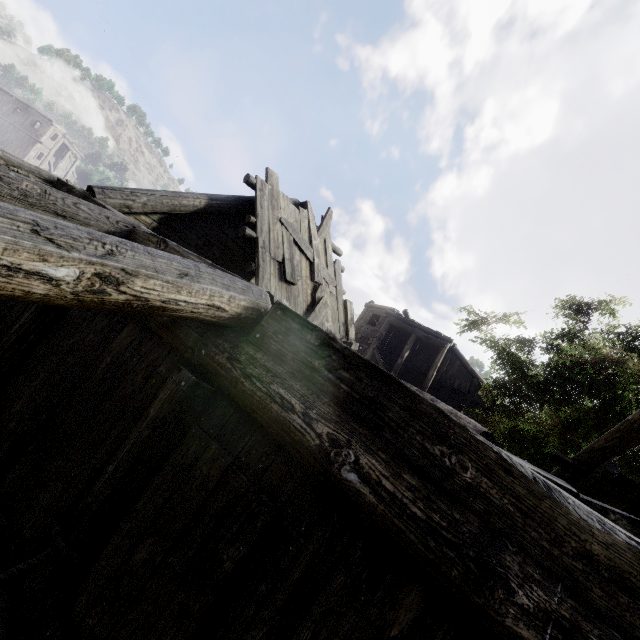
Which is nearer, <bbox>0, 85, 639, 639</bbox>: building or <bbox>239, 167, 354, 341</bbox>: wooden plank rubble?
<bbox>0, 85, 639, 639</bbox>: building

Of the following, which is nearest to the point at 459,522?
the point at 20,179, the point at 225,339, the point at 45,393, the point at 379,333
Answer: the point at 225,339

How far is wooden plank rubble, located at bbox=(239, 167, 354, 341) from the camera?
6.9m

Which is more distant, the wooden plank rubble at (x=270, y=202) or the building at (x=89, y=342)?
the wooden plank rubble at (x=270, y=202)

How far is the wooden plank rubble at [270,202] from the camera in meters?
6.9
